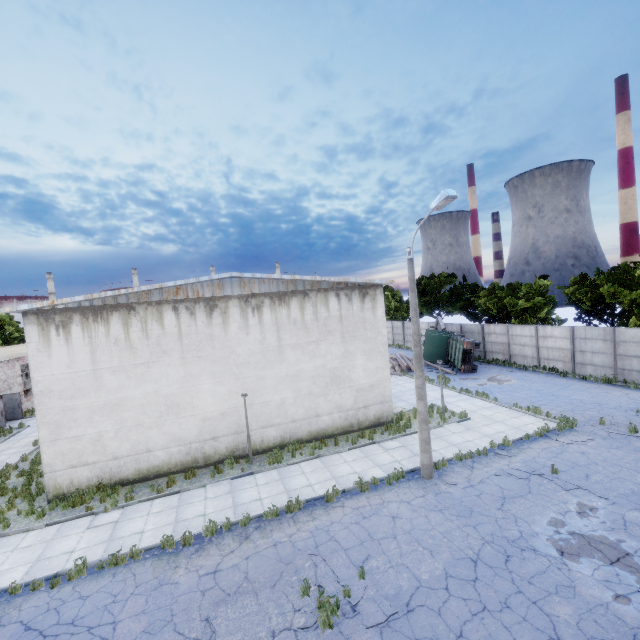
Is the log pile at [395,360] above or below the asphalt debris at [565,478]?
above

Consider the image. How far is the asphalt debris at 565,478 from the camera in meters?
10.8 m

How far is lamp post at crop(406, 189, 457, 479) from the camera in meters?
10.3

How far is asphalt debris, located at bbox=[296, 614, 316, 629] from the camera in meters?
7.1

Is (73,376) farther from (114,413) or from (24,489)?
(24,489)

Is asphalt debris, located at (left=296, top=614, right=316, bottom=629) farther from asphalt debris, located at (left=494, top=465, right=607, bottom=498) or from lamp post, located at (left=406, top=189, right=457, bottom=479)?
asphalt debris, located at (left=494, top=465, right=607, bottom=498)

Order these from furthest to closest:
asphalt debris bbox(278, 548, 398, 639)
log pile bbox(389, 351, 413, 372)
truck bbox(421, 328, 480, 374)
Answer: log pile bbox(389, 351, 413, 372)
truck bbox(421, 328, 480, 374)
asphalt debris bbox(278, 548, 398, 639)

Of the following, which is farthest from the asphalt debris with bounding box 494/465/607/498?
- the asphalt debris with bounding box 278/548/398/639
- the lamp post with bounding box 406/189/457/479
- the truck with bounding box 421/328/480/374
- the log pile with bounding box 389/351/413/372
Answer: the log pile with bounding box 389/351/413/372
